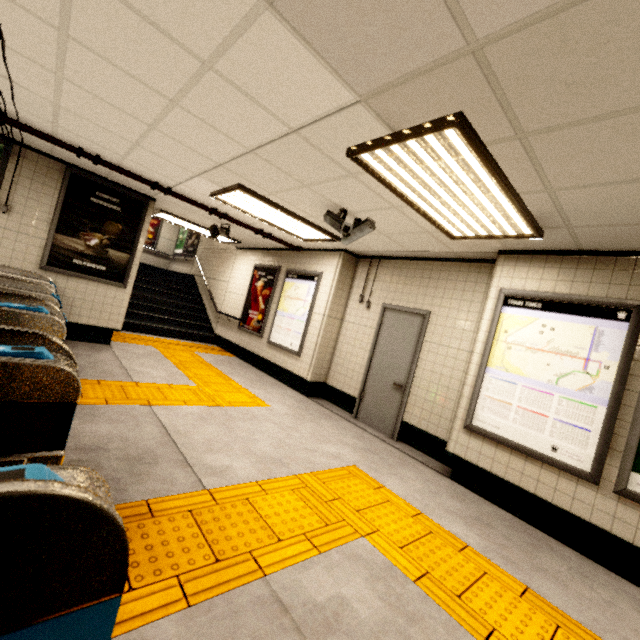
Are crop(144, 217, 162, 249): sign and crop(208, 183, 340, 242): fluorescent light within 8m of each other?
no

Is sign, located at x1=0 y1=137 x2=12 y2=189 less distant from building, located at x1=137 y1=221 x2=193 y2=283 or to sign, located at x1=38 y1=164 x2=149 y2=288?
sign, located at x1=38 y1=164 x2=149 y2=288

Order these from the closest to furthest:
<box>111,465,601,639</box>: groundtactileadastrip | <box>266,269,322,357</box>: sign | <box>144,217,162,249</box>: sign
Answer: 1. <box>111,465,601,639</box>: groundtactileadastrip
2. <box>266,269,322,357</box>: sign
3. <box>144,217,162,249</box>: sign

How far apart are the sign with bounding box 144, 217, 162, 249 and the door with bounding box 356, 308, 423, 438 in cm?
1189

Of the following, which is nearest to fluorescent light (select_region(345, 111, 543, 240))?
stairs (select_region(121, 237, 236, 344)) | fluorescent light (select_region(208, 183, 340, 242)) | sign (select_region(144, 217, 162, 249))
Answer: fluorescent light (select_region(208, 183, 340, 242))

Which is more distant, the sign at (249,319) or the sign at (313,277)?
the sign at (249,319)

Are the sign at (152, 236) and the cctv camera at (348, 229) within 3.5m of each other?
no

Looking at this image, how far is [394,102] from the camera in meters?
2.0
